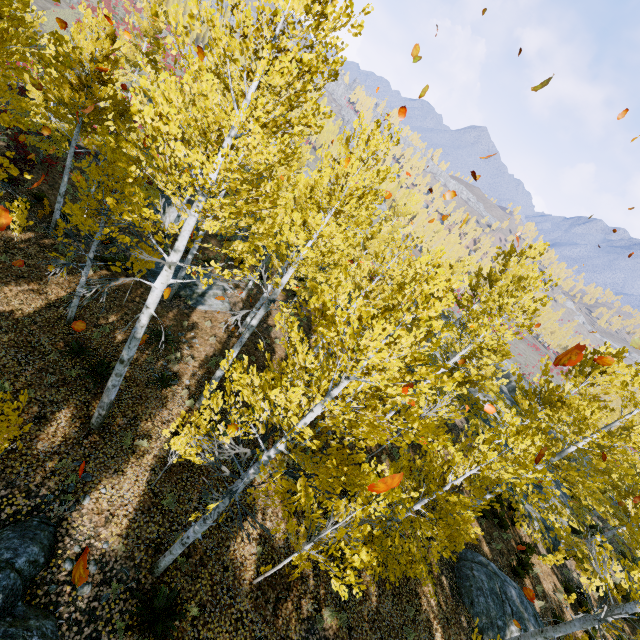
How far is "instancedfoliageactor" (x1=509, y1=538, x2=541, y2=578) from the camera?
13.9m

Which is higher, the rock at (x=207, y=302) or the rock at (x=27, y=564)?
the rock at (x=27, y=564)

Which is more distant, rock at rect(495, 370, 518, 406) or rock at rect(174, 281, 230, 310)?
rock at rect(495, 370, 518, 406)

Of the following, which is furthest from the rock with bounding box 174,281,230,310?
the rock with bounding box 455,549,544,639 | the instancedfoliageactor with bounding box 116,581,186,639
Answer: the rock with bounding box 455,549,544,639

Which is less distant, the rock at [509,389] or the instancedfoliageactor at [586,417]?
the instancedfoliageactor at [586,417]

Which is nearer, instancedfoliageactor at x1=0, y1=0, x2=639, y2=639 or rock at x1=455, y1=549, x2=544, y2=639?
instancedfoliageactor at x1=0, y1=0, x2=639, y2=639

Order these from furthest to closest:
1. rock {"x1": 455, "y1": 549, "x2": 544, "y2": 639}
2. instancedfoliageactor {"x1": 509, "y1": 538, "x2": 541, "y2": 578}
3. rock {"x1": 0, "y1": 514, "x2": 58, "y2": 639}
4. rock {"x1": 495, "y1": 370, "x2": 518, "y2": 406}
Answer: rock {"x1": 495, "y1": 370, "x2": 518, "y2": 406} < instancedfoliageactor {"x1": 509, "y1": 538, "x2": 541, "y2": 578} < rock {"x1": 455, "y1": 549, "x2": 544, "y2": 639} < rock {"x1": 0, "y1": 514, "x2": 58, "y2": 639}

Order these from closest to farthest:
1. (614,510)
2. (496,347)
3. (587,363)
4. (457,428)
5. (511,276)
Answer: (587,363), (496,347), (511,276), (457,428), (614,510)
